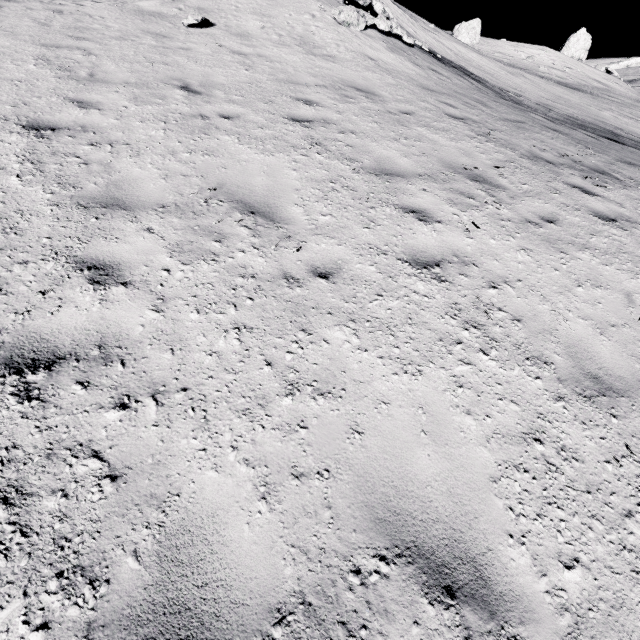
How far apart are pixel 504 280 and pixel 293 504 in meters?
3.6

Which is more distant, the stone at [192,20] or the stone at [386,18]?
the stone at [386,18]

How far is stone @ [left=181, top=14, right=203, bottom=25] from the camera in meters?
9.3 m

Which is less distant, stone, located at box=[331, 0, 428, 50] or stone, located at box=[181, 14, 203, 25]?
stone, located at box=[181, 14, 203, 25]

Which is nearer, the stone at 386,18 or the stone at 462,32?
the stone at 386,18

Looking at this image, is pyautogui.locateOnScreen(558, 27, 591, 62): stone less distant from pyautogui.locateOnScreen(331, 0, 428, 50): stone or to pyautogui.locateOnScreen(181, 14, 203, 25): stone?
pyautogui.locateOnScreen(331, 0, 428, 50): stone

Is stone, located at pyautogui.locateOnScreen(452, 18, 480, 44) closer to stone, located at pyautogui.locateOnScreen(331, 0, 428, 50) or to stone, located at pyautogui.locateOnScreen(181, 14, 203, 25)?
stone, located at pyautogui.locateOnScreen(331, 0, 428, 50)

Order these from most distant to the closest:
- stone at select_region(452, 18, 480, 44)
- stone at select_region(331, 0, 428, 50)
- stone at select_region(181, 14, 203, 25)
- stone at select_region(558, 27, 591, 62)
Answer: stone at select_region(558, 27, 591, 62) < stone at select_region(452, 18, 480, 44) < stone at select_region(331, 0, 428, 50) < stone at select_region(181, 14, 203, 25)
